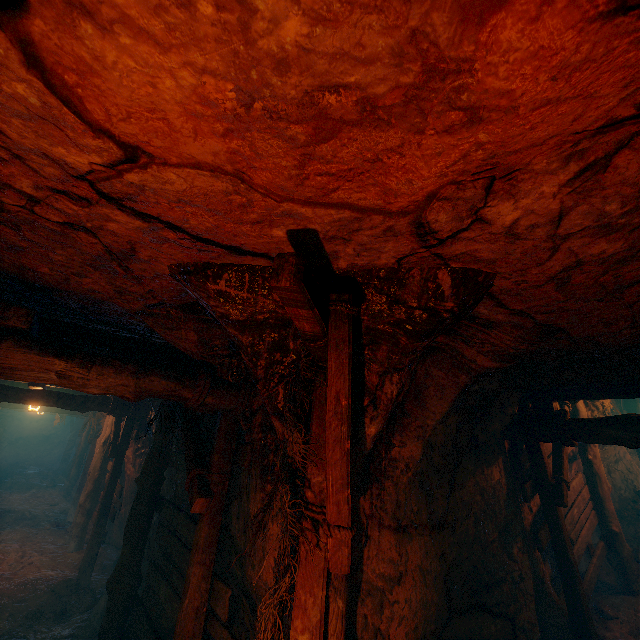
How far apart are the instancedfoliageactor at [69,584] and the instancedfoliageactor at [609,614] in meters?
10.3

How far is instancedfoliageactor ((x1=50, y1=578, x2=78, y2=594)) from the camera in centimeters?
656cm

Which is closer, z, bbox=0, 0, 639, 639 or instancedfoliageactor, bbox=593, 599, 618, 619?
z, bbox=0, 0, 639, 639

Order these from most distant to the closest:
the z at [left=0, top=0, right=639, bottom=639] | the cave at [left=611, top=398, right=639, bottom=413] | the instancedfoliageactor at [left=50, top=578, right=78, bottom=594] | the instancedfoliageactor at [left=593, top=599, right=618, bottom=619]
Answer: the cave at [left=611, top=398, right=639, bottom=413] → the instancedfoliageactor at [left=50, top=578, right=78, bottom=594] → the instancedfoliageactor at [left=593, top=599, right=618, bottom=619] → the z at [left=0, top=0, right=639, bottom=639]

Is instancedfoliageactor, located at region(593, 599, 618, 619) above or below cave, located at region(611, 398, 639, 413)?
below

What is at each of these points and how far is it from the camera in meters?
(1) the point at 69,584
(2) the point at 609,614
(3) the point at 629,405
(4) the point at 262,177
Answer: (1) instancedfoliageactor, 6.7 m
(2) instancedfoliageactor, 5.7 m
(3) cave, 10.5 m
(4) z, 1.4 m

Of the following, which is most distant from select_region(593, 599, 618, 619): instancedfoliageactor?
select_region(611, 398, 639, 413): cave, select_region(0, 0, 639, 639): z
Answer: select_region(611, 398, 639, 413): cave

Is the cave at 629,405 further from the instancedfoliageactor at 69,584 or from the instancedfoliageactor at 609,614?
the instancedfoliageactor at 69,584
